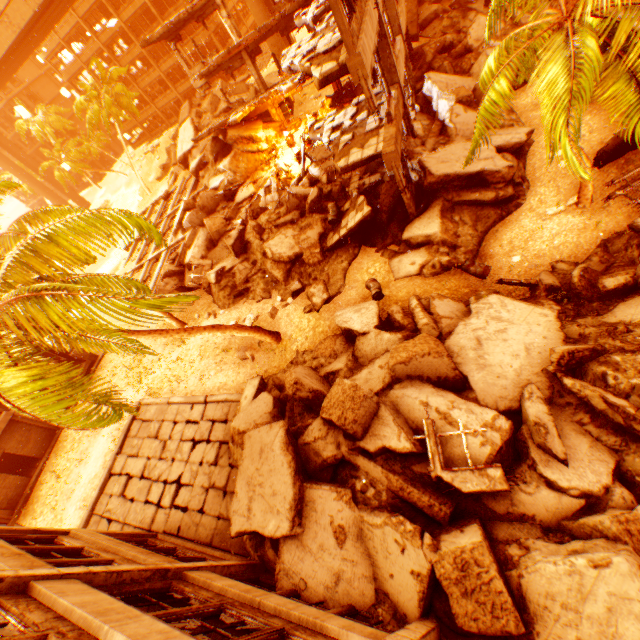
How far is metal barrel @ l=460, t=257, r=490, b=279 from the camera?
11.57m

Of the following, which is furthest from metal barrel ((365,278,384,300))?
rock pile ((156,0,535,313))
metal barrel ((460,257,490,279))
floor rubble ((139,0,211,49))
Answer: floor rubble ((139,0,211,49))

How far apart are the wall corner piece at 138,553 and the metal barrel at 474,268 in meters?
12.0 m

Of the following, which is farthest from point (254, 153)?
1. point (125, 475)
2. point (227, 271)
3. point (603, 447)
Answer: point (603, 447)

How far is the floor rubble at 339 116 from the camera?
13.6m

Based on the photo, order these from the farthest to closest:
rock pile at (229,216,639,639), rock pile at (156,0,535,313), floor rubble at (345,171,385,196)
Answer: floor rubble at (345,171,385,196), rock pile at (156,0,535,313), rock pile at (229,216,639,639)

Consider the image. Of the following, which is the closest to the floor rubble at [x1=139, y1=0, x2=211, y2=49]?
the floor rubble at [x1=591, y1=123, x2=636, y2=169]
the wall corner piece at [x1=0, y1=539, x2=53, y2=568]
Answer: the floor rubble at [x1=591, y1=123, x2=636, y2=169]

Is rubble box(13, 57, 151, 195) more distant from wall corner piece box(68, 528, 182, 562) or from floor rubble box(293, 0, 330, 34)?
floor rubble box(293, 0, 330, 34)
